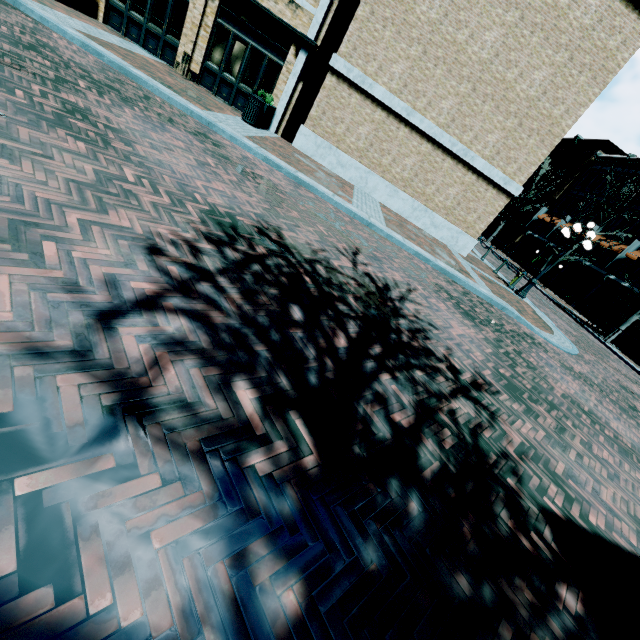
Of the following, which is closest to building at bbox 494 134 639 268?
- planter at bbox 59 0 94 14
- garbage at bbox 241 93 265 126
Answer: planter at bbox 59 0 94 14

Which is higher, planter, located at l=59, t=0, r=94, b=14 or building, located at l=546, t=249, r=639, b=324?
building, located at l=546, t=249, r=639, b=324

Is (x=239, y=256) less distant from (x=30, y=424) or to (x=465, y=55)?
(x=30, y=424)

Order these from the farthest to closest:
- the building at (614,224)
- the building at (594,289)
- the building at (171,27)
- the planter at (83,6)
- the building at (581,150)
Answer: the building at (581,150) < the building at (614,224) < the building at (594,289) < the building at (171,27) < the planter at (83,6)

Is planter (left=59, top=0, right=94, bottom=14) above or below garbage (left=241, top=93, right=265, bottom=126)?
below

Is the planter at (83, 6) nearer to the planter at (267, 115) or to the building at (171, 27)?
the building at (171, 27)

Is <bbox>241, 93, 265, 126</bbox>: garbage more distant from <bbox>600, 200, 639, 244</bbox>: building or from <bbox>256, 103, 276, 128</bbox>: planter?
<bbox>600, 200, 639, 244</bbox>: building

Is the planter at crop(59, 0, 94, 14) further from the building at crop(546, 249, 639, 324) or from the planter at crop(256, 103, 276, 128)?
the planter at crop(256, 103, 276, 128)
